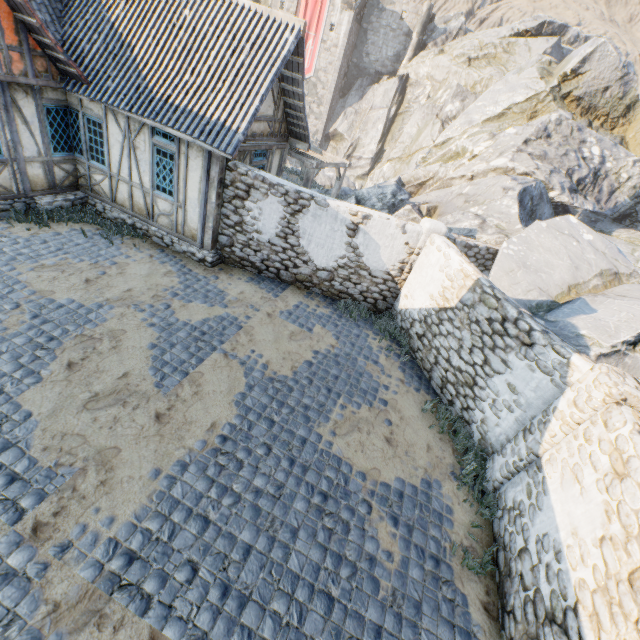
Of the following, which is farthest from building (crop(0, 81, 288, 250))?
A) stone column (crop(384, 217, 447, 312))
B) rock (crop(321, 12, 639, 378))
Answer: stone column (crop(384, 217, 447, 312))

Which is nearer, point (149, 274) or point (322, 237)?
point (149, 274)

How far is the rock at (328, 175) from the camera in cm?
1922

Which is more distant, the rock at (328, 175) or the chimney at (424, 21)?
the chimney at (424, 21)

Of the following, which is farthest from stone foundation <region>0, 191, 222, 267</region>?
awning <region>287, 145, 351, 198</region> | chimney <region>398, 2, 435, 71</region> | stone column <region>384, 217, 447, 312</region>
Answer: chimney <region>398, 2, 435, 71</region>

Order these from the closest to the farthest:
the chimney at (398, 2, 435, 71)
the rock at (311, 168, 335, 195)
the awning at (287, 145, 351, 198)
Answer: the awning at (287, 145, 351, 198), the rock at (311, 168, 335, 195), the chimney at (398, 2, 435, 71)

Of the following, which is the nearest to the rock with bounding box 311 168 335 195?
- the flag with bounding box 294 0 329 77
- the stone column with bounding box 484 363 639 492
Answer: the stone column with bounding box 484 363 639 492

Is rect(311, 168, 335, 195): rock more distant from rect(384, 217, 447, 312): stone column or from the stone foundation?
the stone foundation
